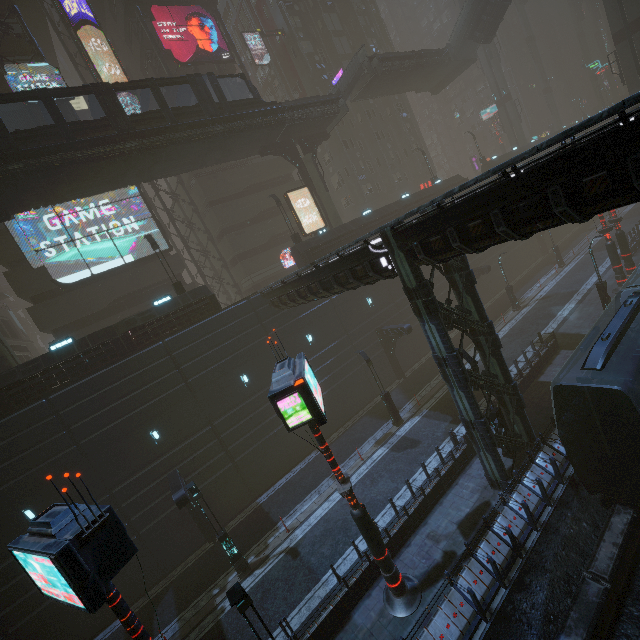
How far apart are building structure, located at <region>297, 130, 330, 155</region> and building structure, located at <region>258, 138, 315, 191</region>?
0.7m

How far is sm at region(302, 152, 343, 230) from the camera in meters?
29.1

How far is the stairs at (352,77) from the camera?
28.66m

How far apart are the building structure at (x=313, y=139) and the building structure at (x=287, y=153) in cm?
68

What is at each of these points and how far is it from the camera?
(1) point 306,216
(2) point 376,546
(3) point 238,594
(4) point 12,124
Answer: (1) building, 37.34m
(2) sign, 10.94m
(3) street light, 7.80m
(4) building, 25.69m

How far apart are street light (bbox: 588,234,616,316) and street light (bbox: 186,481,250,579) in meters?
26.9

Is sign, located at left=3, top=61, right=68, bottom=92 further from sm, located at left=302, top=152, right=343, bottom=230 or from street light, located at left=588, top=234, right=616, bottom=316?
street light, located at left=588, top=234, right=616, bottom=316

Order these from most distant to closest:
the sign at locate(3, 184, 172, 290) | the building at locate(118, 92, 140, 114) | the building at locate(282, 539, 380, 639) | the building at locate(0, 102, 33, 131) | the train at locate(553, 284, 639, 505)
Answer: the building at locate(118, 92, 140, 114) < the building at locate(0, 102, 33, 131) < the sign at locate(3, 184, 172, 290) < the building at locate(282, 539, 380, 639) < the train at locate(553, 284, 639, 505)
